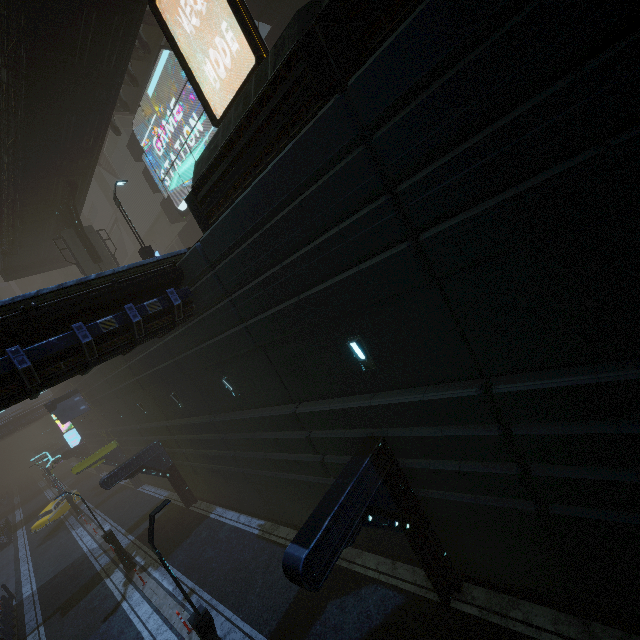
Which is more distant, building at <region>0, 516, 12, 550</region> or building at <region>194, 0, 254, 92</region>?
building at <region>0, 516, 12, 550</region>

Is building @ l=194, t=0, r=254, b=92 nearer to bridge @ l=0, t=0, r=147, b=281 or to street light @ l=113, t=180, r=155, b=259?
street light @ l=113, t=180, r=155, b=259

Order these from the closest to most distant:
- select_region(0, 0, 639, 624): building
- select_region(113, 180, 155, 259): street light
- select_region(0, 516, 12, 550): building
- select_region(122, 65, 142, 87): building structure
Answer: select_region(0, 0, 639, 624): building < select_region(113, 180, 155, 259): street light < select_region(122, 65, 142, 87): building structure < select_region(0, 516, 12, 550): building

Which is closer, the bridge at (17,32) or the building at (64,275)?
the bridge at (17,32)

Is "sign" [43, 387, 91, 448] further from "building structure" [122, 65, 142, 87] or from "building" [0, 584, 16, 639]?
"building structure" [122, 65, 142, 87]

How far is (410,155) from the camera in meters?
5.2

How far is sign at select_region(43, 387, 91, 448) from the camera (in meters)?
26.39

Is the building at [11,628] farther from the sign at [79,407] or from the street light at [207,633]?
the street light at [207,633]
